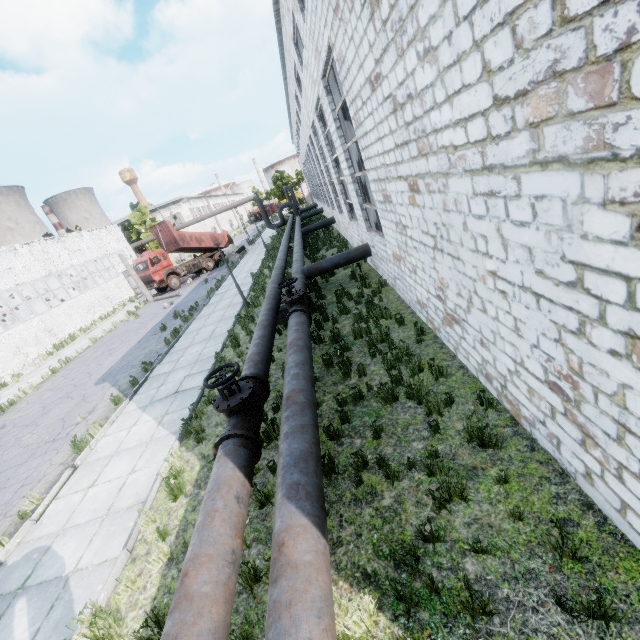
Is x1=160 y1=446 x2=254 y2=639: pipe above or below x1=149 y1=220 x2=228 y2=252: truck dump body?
below

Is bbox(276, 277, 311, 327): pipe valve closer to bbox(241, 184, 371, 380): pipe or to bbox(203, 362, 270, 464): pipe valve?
bbox(241, 184, 371, 380): pipe

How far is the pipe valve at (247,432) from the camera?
4.8m

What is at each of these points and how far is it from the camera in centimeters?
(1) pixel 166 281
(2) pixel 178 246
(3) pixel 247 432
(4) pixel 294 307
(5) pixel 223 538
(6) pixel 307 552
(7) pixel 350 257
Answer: (1) truck, 2858cm
(2) truck dump body, 3011cm
(3) pipe valve, 488cm
(4) pipe valve, 912cm
(5) pipe, 347cm
(6) pipe, 297cm
(7) pipe, 1304cm

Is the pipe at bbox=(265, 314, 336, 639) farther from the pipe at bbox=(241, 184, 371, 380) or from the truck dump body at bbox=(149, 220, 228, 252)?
the truck dump body at bbox=(149, 220, 228, 252)

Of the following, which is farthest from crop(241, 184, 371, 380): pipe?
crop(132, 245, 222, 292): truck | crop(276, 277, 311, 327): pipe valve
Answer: crop(132, 245, 222, 292): truck

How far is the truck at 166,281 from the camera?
27.9 meters

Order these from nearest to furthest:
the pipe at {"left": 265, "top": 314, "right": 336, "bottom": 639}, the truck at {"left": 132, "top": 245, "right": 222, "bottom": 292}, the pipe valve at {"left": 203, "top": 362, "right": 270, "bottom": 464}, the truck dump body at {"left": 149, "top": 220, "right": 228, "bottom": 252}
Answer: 1. the pipe at {"left": 265, "top": 314, "right": 336, "bottom": 639}
2. the pipe valve at {"left": 203, "top": 362, "right": 270, "bottom": 464}
3. the truck at {"left": 132, "top": 245, "right": 222, "bottom": 292}
4. the truck dump body at {"left": 149, "top": 220, "right": 228, "bottom": 252}
